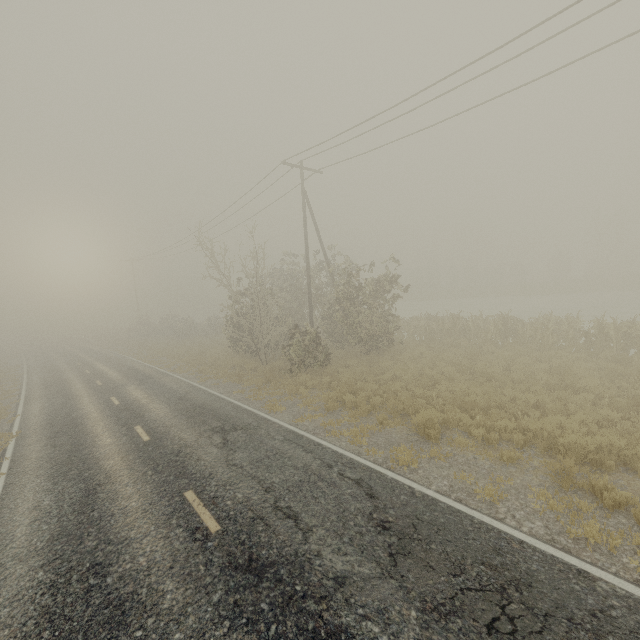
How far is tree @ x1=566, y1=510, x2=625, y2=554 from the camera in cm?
506

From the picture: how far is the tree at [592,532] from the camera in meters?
5.1 m

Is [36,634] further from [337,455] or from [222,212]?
[222,212]
